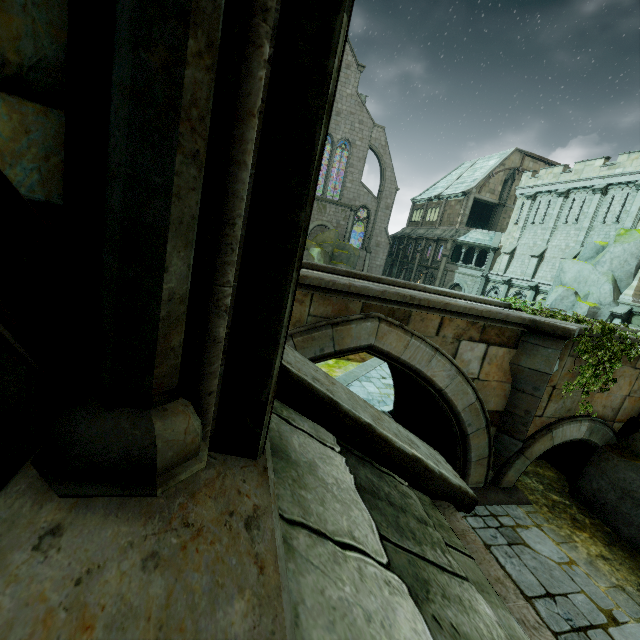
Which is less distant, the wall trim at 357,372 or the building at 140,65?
the building at 140,65

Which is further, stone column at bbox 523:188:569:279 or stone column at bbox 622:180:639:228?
stone column at bbox 523:188:569:279

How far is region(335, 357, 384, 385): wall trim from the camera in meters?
14.3

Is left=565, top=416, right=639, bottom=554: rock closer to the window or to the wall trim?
the wall trim

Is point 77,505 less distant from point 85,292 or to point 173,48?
point 85,292

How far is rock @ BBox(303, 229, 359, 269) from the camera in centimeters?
3498cm

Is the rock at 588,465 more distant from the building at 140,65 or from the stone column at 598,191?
the stone column at 598,191

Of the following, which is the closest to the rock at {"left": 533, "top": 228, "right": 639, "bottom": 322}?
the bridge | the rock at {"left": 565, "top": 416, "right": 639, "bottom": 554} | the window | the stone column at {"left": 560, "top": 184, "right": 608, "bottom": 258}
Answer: the stone column at {"left": 560, "top": 184, "right": 608, "bottom": 258}
